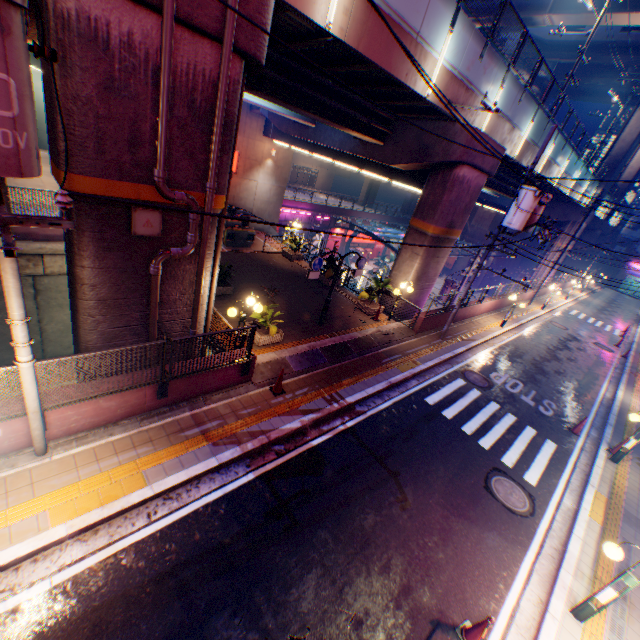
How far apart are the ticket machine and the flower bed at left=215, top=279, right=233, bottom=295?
5.4 meters

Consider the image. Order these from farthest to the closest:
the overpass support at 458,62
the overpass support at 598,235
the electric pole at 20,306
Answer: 1. the overpass support at 598,235
2. the overpass support at 458,62
3. the electric pole at 20,306

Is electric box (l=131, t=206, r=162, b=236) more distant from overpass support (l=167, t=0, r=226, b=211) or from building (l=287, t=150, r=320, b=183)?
building (l=287, t=150, r=320, b=183)

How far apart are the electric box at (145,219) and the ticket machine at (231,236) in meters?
12.1 m

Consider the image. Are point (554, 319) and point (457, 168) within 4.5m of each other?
no

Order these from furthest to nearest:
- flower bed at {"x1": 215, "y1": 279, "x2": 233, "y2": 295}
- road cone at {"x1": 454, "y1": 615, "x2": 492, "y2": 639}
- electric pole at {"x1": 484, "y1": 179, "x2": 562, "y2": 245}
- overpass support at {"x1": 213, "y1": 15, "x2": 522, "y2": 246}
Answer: flower bed at {"x1": 215, "y1": 279, "x2": 233, "y2": 295}, electric pole at {"x1": 484, "y1": 179, "x2": 562, "y2": 245}, overpass support at {"x1": 213, "y1": 15, "x2": 522, "y2": 246}, road cone at {"x1": 454, "y1": 615, "x2": 492, "y2": 639}

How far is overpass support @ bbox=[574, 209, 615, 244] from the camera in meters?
37.2 m
